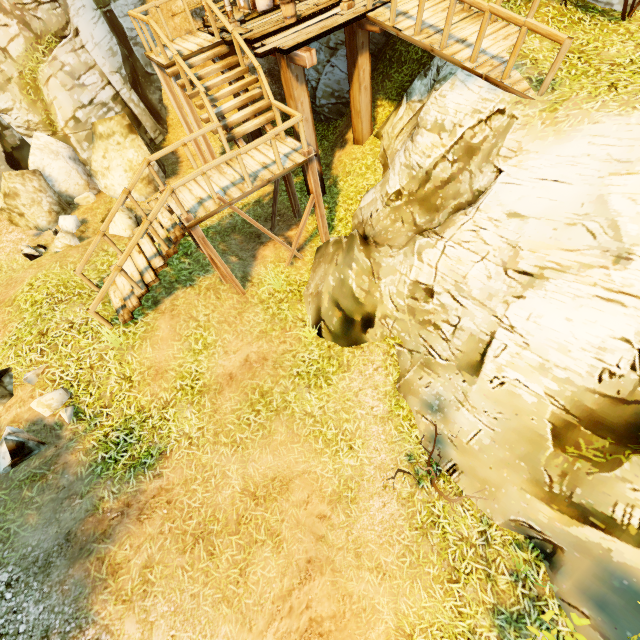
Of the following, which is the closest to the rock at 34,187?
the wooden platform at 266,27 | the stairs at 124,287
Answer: the wooden platform at 266,27

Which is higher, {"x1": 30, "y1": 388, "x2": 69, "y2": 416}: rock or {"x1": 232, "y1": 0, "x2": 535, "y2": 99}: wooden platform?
{"x1": 232, "y1": 0, "x2": 535, "y2": 99}: wooden platform

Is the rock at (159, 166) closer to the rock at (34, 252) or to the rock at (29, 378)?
the rock at (34, 252)

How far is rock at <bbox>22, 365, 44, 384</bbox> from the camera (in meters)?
6.49

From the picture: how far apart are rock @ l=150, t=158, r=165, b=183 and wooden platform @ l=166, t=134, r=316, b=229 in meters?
4.1 m

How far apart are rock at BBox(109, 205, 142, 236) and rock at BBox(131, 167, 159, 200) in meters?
0.2 m

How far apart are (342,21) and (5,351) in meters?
10.7

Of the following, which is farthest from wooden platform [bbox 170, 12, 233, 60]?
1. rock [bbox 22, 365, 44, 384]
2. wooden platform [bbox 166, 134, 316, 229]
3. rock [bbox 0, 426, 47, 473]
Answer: rock [bbox 0, 426, 47, 473]
